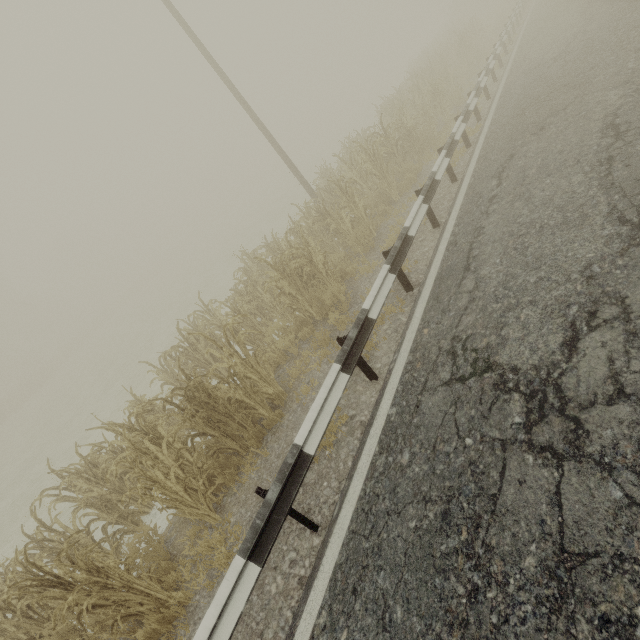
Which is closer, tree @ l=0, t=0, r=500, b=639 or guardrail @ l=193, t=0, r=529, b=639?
guardrail @ l=193, t=0, r=529, b=639

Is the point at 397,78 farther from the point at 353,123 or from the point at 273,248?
the point at 273,248

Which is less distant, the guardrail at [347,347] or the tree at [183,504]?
the guardrail at [347,347]
